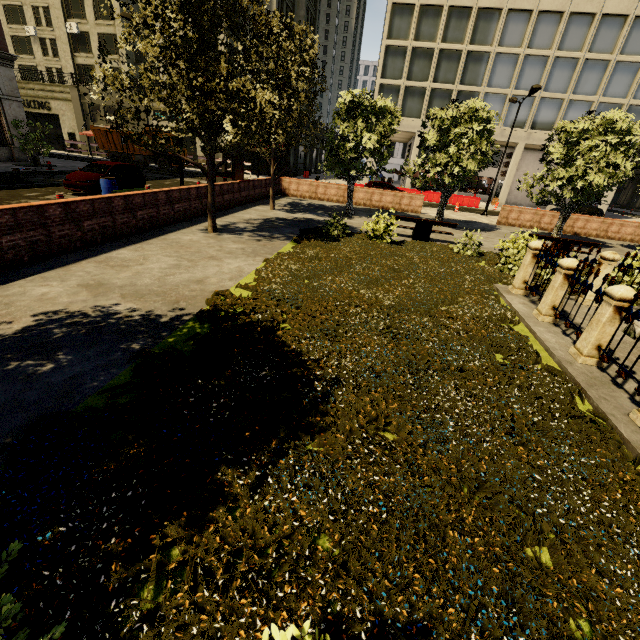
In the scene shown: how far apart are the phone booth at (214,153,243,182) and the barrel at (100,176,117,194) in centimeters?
446cm

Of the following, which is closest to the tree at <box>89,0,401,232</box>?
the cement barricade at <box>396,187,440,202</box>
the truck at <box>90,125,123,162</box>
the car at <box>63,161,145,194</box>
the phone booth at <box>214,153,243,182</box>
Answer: the phone booth at <box>214,153,243,182</box>

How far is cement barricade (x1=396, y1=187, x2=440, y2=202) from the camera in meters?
30.9

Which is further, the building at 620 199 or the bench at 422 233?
the building at 620 199

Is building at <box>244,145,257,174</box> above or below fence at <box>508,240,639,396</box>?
above

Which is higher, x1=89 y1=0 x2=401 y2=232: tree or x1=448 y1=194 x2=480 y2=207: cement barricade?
x1=89 y1=0 x2=401 y2=232: tree

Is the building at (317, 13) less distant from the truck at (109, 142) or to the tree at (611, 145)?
the tree at (611, 145)

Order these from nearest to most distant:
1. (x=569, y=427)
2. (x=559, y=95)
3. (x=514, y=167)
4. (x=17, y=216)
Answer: (x=569, y=427), (x=17, y=216), (x=559, y=95), (x=514, y=167)
